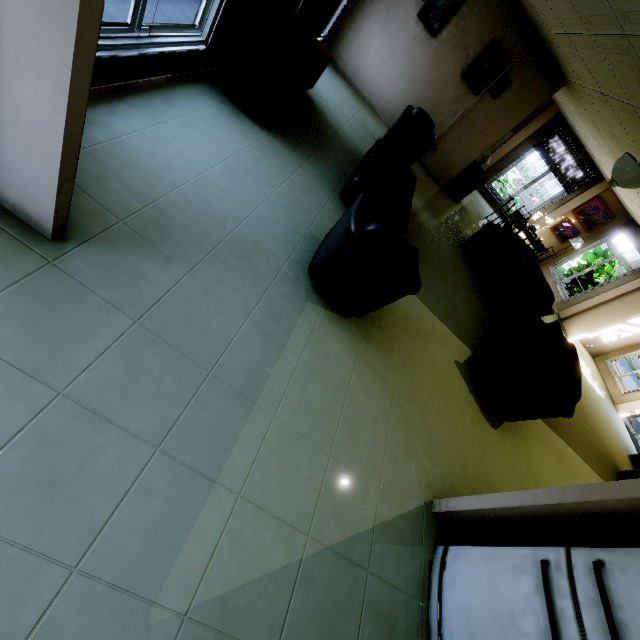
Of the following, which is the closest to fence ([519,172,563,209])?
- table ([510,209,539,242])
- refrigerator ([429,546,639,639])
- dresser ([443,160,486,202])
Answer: table ([510,209,539,242])

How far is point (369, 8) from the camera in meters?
6.2

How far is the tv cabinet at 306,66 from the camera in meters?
3.2

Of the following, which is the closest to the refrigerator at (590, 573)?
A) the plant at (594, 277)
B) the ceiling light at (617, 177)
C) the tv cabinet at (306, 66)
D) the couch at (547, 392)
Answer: the couch at (547, 392)

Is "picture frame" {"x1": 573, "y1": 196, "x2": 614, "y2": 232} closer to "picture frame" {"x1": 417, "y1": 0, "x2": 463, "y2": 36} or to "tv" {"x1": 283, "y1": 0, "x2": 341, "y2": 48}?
"picture frame" {"x1": 417, "y1": 0, "x2": 463, "y2": 36}

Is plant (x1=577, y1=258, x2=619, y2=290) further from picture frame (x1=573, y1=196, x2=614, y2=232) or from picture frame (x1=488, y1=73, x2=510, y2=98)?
picture frame (x1=488, y1=73, x2=510, y2=98)

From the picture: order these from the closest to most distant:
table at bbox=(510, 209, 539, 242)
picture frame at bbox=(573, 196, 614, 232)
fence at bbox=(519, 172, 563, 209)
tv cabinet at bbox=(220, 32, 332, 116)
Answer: tv cabinet at bbox=(220, 32, 332, 116), table at bbox=(510, 209, 539, 242), picture frame at bbox=(573, 196, 614, 232), fence at bbox=(519, 172, 563, 209)

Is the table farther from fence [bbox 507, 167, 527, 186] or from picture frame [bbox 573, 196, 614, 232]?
fence [bbox 507, 167, 527, 186]
